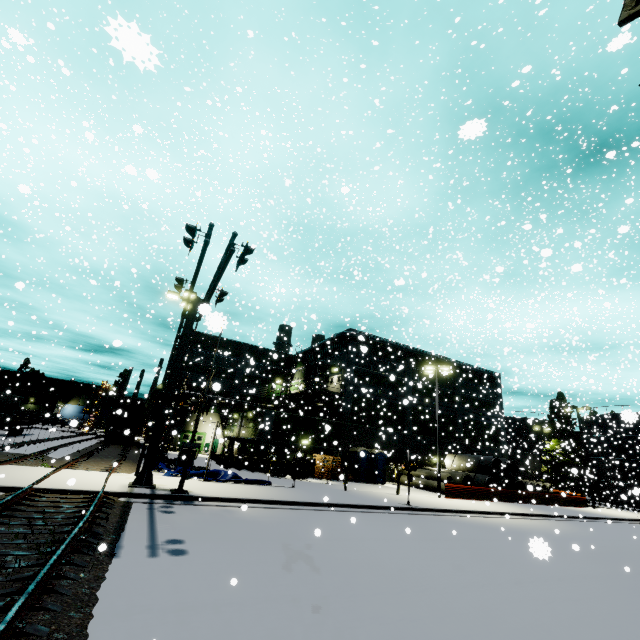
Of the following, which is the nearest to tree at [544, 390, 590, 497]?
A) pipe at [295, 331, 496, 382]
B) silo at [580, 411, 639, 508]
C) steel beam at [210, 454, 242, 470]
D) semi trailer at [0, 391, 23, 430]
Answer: silo at [580, 411, 639, 508]

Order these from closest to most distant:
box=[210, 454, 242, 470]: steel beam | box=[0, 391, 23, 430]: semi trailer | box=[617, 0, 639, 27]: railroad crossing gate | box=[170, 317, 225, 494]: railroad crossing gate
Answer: box=[617, 0, 639, 27]: railroad crossing gate, box=[170, 317, 225, 494]: railroad crossing gate, box=[210, 454, 242, 470]: steel beam, box=[0, 391, 23, 430]: semi trailer

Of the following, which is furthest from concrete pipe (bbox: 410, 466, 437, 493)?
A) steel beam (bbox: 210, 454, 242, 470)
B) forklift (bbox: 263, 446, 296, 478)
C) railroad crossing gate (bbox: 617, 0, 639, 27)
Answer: steel beam (bbox: 210, 454, 242, 470)

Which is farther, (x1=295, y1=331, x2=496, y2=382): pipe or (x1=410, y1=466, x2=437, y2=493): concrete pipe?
(x1=295, y1=331, x2=496, y2=382): pipe

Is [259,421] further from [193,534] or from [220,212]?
[220,212]

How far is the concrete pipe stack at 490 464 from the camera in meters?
30.4 m

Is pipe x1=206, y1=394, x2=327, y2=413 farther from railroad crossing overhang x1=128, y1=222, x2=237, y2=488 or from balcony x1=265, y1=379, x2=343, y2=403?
railroad crossing overhang x1=128, y1=222, x2=237, y2=488

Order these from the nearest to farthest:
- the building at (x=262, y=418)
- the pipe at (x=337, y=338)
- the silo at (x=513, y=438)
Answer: the building at (x=262, y=418) → the pipe at (x=337, y=338) → the silo at (x=513, y=438)
